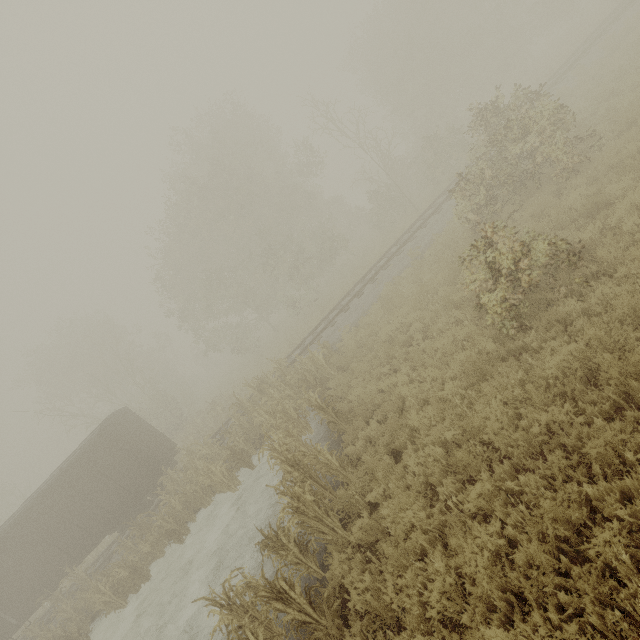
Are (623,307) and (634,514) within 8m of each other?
yes

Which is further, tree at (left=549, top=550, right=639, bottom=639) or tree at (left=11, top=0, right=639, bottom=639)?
tree at (left=11, top=0, right=639, bottom=639)

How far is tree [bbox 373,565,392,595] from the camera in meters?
4.7

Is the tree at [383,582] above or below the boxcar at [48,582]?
below

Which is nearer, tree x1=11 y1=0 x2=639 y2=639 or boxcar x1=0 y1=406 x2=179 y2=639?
tree x1=11 y1=0 x2=639 y2=639

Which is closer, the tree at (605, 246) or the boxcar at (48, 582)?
the tree at (605, 246)

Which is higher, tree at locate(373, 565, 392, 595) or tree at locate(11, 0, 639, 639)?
tree at locate(11, 0, 639, 639)

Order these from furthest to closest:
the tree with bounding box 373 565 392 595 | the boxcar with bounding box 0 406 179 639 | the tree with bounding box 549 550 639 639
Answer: the boxcar with bounding box 0 406 179 639, the tree with bounding box 373 565 392 595, the tree with bounding box 549 550 639 639
